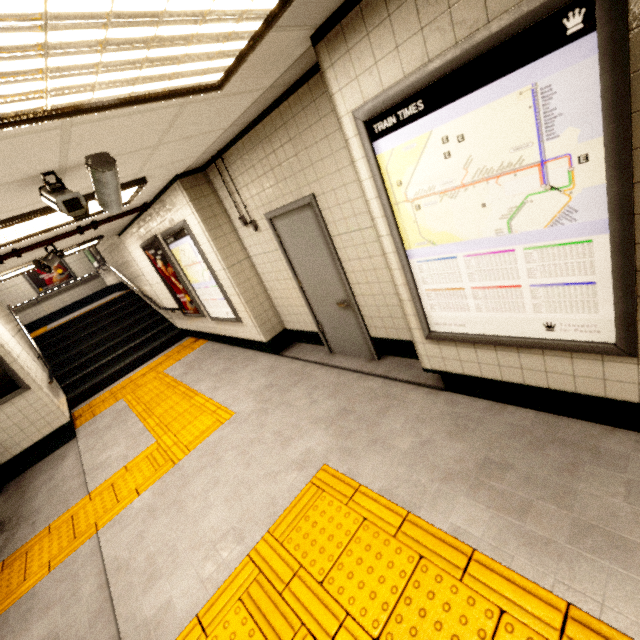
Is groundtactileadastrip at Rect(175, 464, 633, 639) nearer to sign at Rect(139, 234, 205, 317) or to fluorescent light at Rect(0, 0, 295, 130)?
sign at Rect(139, 234, 205, 317)

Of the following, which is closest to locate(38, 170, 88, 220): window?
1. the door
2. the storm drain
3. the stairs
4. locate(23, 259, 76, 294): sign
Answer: the storm drain

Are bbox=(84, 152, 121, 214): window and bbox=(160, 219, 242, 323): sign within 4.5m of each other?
yes

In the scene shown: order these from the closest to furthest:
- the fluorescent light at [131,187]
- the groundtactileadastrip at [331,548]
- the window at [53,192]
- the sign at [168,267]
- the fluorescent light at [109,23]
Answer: the fluorescent light at [109,23]
the groundtactileadastrip at [331,548]
the window at [53,192]
the fluorescent light at [131,187]
the sign at [168,267]

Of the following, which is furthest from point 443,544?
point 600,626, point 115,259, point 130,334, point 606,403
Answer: point 115,259

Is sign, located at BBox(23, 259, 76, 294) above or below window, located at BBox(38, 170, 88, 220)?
above

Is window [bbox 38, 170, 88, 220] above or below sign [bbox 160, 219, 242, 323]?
above

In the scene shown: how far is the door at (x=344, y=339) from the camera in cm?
361
